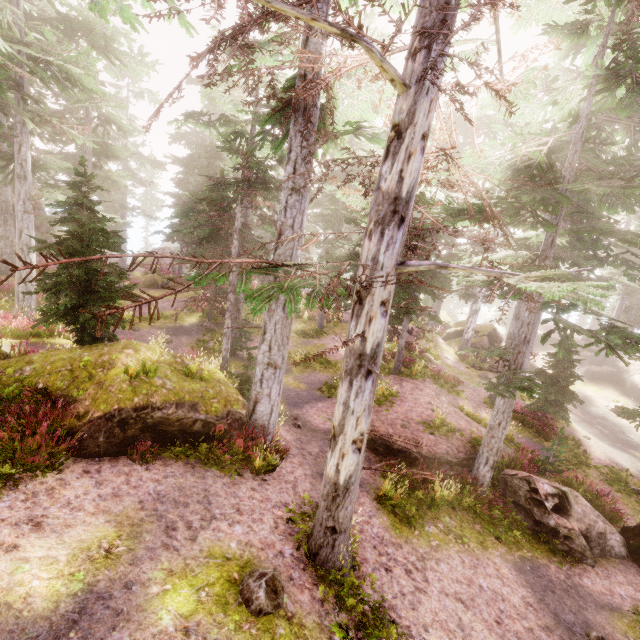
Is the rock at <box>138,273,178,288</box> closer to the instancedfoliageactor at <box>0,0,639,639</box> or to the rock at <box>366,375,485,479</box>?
the instancedfoliageactor at <box>0,0,639,639</box>

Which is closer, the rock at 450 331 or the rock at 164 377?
the rock at 164 377

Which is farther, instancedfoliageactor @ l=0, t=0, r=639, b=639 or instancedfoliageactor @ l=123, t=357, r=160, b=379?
instancedfoliageactor @ l=123, t=357, r=160, b=379

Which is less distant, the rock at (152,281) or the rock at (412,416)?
the rock at (412,416)

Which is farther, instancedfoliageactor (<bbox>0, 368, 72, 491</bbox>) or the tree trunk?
the tree trunk

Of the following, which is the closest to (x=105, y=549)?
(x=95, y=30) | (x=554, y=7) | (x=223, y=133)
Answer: (x=554, y=7)

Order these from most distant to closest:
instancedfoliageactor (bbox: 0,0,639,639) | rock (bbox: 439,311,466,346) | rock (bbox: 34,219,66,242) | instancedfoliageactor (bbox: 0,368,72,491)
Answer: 1. rock (bbox: 439,311,466,346)
2. rock (bbox: 34,219,66,242)
3. instancedfoliageactor (bbox: 0,368,72,491)
4. instancedfoliageactor (bbox: 0,0,639,639)

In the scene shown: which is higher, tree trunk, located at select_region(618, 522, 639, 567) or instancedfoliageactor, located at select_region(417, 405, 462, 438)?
instancedfoliageactor, located at select_region(417, 405, 462, 438)
